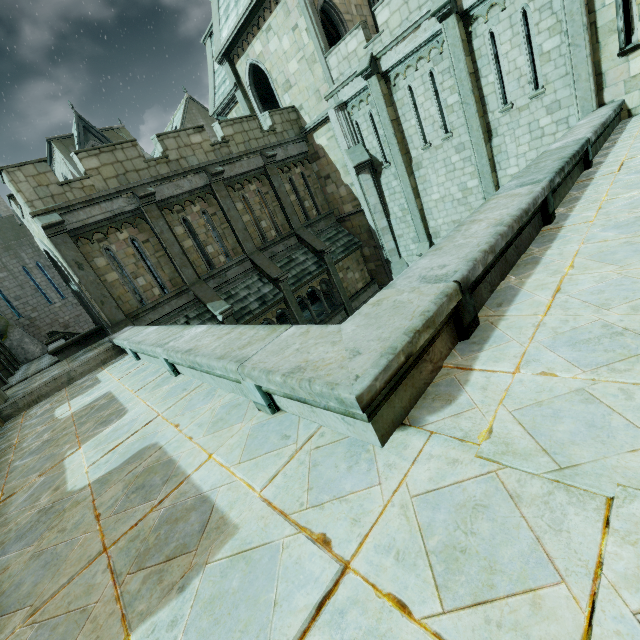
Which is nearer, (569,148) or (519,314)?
(519,314)

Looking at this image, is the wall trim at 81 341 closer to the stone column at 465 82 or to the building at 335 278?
the building at 335 278

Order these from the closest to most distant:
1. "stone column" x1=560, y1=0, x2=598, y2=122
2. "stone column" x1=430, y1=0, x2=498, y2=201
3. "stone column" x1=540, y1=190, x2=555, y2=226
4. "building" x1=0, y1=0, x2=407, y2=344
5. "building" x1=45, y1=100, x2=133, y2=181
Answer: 1. "stone column" x1=540, y1=190, x2=555, y2=226
2. "stone column" x1=560, y1=0, x2=598, y2=122
3. "stone column" x1=430, y1=0, x2=498, y2=201
4. "building" x1=0, y1=0, x2=407, y2=344
5. "building" x1=45, y1=100, x2=133, y2=181

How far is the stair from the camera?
16.88m

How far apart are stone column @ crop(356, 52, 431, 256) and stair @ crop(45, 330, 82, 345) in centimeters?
2154cm

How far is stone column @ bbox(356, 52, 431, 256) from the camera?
13.4m

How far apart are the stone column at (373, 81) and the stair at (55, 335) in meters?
21.5 m

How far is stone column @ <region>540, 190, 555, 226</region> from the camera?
4.6m
